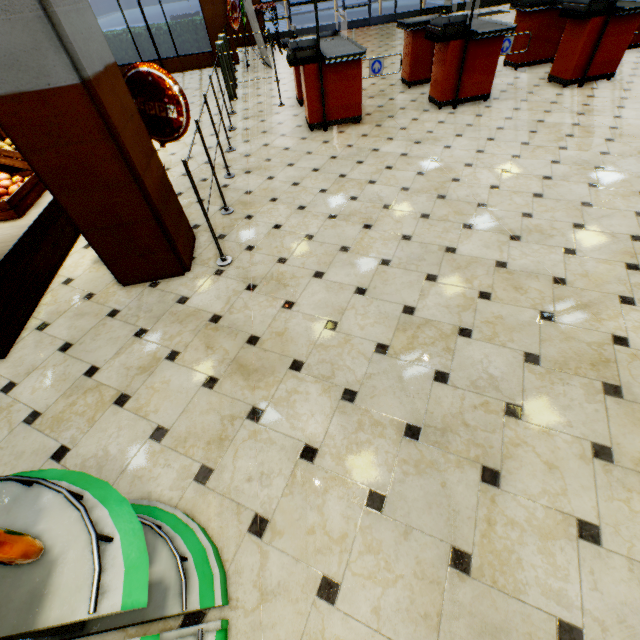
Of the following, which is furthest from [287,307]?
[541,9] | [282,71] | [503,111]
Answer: [282,71]

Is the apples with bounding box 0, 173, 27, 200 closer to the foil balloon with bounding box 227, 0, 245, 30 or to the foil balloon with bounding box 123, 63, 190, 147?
the foil balloon with bounding box 123, 63, 190, 147

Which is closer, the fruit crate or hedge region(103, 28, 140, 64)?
the fruit crate

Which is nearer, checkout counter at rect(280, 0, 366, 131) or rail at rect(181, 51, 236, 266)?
rail at rect(181, 51, 236, 266)

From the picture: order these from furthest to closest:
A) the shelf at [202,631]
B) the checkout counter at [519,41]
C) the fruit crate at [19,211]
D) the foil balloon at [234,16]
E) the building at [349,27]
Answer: the building at [349,27] → the foil balloon at [234,16] → the checkout counter at [519,41] → the fruit crate at [19,211] → the shelf at [202,631]

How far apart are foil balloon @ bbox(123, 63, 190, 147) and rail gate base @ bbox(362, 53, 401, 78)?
3.59m

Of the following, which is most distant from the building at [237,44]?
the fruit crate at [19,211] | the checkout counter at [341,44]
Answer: the fruit crate at [19,211]

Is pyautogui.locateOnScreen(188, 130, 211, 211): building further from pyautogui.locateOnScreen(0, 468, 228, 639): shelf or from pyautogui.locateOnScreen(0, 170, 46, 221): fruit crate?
pyautogui.locateOnScreen(0, 170, 46, 221): fruit crate
